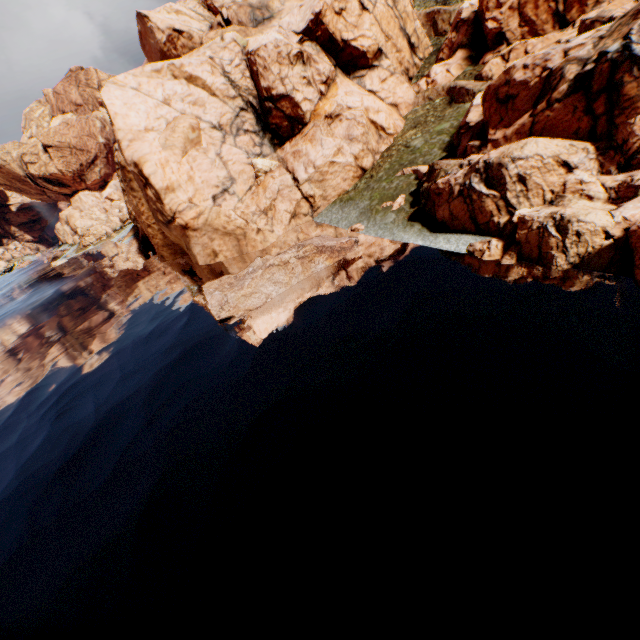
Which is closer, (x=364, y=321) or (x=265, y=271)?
(x=364, y=321)

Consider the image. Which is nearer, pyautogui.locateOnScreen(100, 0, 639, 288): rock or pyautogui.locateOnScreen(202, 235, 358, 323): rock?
pyautogui.locateOnScreen(100, 0, 639, 288): rock

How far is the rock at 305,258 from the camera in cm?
2317

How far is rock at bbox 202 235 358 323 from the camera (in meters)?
23.17

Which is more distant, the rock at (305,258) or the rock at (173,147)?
the rock at (305,258)
